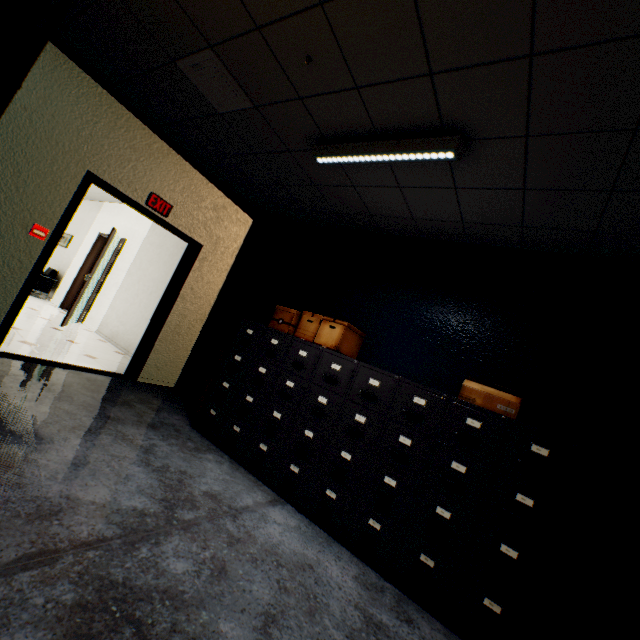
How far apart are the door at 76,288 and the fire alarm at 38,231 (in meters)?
4.20

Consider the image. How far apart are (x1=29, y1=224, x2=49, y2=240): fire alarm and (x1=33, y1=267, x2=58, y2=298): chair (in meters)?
6.22

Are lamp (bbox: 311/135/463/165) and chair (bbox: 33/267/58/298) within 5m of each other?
no

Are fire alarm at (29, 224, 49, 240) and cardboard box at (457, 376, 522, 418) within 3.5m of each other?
no

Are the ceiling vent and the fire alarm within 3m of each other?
yes

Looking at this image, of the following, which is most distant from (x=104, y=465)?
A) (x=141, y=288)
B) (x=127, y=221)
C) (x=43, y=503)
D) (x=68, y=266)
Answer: (x=68, y=266)

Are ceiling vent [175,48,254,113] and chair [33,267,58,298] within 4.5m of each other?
no

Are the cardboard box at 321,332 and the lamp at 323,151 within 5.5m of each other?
yes
